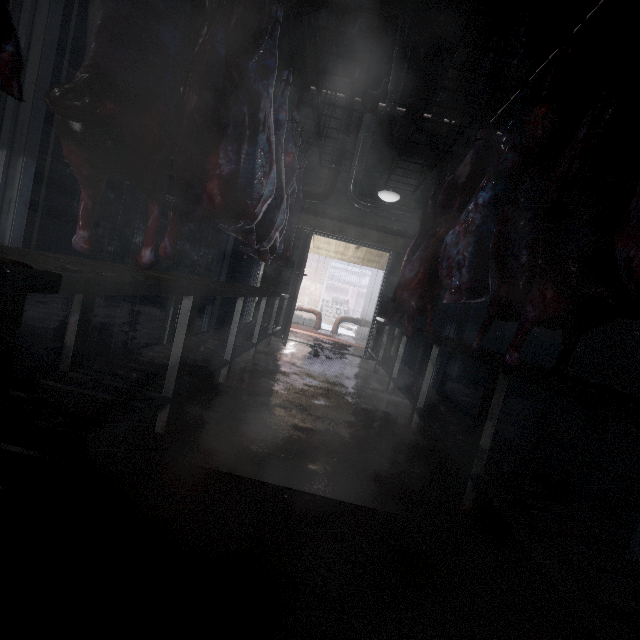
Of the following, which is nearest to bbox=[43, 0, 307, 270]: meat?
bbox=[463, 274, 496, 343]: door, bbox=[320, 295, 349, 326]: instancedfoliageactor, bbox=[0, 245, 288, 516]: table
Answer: bbox=[0, 245, 288, 516]: table

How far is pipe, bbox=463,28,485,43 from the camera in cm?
350

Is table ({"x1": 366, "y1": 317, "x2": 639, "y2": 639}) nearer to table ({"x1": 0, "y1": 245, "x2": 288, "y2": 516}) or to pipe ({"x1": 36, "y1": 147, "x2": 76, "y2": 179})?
table ({"x1": 0, "y1": 245, "x2": 288, "y2": 516})

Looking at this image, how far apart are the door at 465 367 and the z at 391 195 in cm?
223

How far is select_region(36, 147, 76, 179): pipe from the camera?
4.39m

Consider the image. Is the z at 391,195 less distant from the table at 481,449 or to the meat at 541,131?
the table at 481,449

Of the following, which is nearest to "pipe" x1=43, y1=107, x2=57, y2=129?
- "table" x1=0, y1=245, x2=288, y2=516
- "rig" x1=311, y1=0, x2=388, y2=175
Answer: "rig" x1=311, y1=0, x2=388, y2=175

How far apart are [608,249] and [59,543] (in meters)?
2.12
